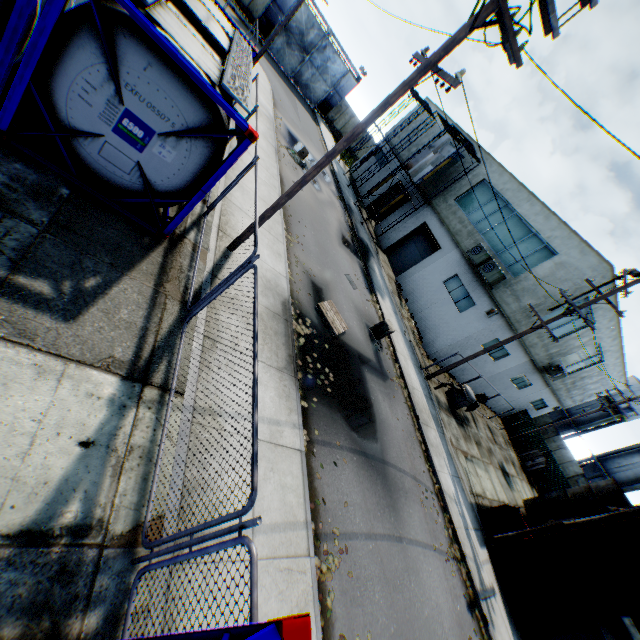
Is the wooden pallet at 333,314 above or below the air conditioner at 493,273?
below

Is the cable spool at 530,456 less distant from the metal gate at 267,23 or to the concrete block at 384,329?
the concrete block at 384,329

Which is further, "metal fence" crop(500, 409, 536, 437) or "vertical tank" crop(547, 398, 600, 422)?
"vertical tank" crop(547, 398, 600, 422)

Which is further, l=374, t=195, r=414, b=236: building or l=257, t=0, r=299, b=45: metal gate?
l=257, t=0, r=299, b=45: metal gate

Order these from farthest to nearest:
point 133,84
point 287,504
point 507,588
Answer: point 507,588
point 287,504
point 133,84

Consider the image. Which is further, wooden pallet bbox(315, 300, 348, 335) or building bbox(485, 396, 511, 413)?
building bbox(485, 396, 511, 413)

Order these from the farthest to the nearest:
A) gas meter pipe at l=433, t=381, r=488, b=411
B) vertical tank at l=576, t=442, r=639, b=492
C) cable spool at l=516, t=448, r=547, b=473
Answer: vertical tank at l=576, t=442, r=639, b=492 < cable spool at l=516, t=448, r=547, b=473 < gas meter pipe at l=433, t=381, r=488, b=411

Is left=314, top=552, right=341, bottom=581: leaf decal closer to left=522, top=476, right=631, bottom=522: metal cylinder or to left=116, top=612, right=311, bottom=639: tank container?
left=116, top=612, right=311, bottom=639: tank container
